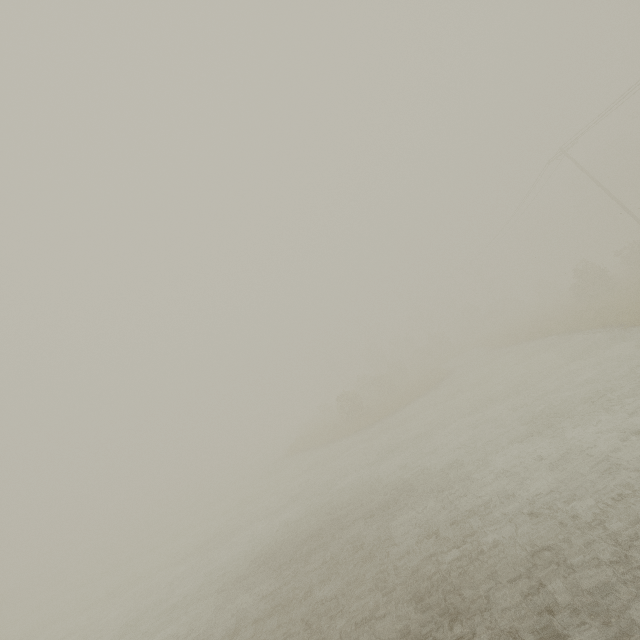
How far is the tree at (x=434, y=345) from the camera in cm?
2816

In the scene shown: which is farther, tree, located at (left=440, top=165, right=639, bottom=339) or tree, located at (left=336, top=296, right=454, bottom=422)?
tree, located at (left=336, top=296, right=454, bottom=422)

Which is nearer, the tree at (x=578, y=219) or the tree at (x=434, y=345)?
the tree at (x=578, y=219)

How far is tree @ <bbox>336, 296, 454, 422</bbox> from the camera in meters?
28.2

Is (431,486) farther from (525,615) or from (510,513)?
(525,615)
